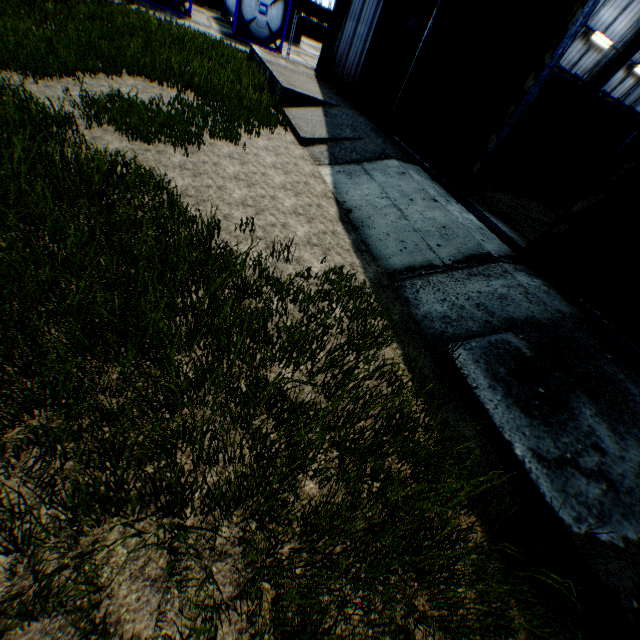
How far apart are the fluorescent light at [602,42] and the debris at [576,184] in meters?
7.9

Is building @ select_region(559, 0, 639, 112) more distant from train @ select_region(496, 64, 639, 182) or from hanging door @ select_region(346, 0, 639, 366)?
train @ select_region(496, 64, 639, 182)

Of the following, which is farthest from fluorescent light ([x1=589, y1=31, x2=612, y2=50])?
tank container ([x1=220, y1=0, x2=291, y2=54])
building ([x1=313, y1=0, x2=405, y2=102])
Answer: tank container ([x1=220, y1=0, x2=291, y2=54])

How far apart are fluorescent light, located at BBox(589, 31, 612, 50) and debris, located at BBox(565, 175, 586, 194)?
7.9 meters

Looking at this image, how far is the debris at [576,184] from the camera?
15.5 meters

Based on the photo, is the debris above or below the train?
below

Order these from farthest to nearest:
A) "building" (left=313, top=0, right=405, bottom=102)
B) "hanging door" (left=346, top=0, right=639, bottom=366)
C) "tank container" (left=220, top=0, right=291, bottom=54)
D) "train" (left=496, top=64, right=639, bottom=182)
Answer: "tank container" (left=220, top=0, right=291, bottom=54)
"train" (left=496, top=64, right=639, bottom=182)
"building" (left=313, top=0, right=405, bottom=102)
"hanging door" (left=346, top=0, right=639, bottom=366)

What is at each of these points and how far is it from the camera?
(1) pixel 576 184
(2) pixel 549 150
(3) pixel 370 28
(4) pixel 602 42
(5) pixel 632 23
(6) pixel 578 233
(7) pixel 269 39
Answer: (1) debris, 15.38m
(2) train, 19.27m
(3) building, 12.09m
(4) fluorescent light, 17.20m
(5) building, 17.05m
(6) hanging door, 5.78m
(7) tank container, 19.11m
